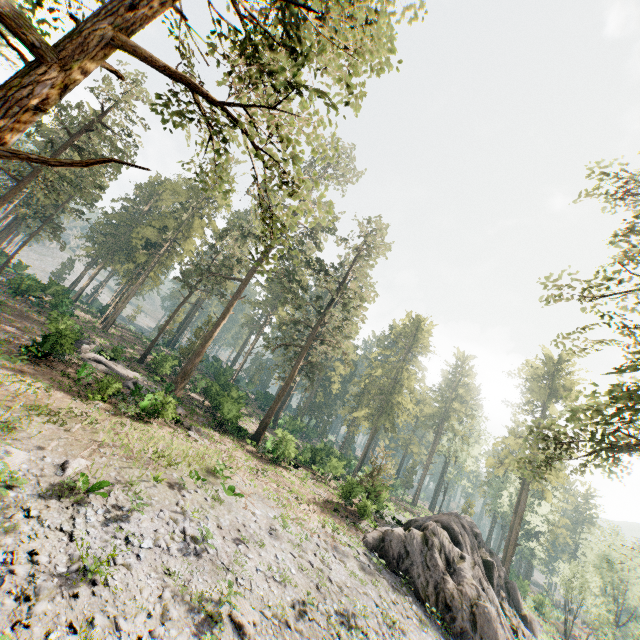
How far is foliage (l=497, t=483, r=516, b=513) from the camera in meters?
51.9 m

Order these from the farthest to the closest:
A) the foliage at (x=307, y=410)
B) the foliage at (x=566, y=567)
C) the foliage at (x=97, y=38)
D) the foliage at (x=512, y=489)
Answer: the foliage at (x=512, y=489) → the foliage at (x=307, y=410) → the foliage at (x=566, y=567) → the foliage at (x=97, y=38)

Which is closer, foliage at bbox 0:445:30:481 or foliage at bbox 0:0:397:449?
foliage at bbox 0:0:397:449

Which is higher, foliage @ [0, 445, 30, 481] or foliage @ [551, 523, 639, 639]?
foliage @ [551, 523, 639, 639]

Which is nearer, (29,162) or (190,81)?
(190,81)

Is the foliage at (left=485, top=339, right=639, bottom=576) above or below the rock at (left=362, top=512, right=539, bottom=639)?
above

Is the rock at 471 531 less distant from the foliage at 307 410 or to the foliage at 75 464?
the foliage at 307 410
